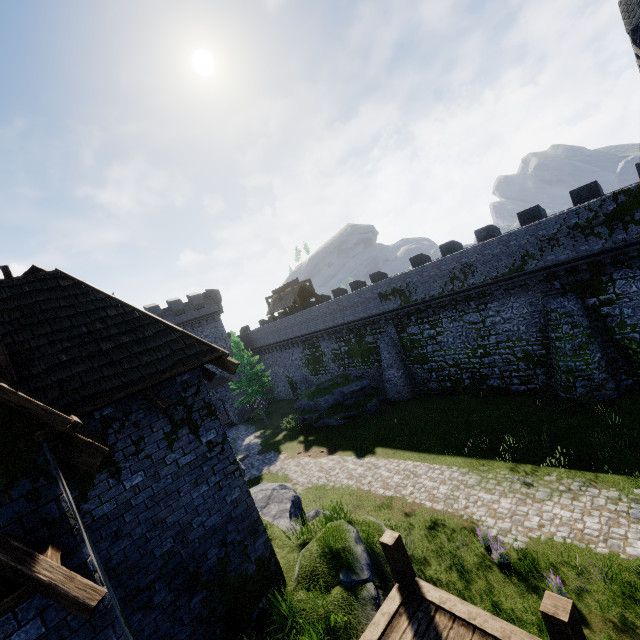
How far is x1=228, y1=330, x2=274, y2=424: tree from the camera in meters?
33.2 m

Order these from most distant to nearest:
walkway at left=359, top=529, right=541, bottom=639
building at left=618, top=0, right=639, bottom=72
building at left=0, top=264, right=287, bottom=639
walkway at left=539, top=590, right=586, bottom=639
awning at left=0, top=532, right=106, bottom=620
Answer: building at left=618, top=0, right=639, bottom=72
walkway at left=359, top=529, right=541, bottom=639
walkway at left=539, top=590, right=586, bottom=639
building at left=0, top=264, right=287, bottom=639
awning at left=0, top=532, right=106, bottom=620

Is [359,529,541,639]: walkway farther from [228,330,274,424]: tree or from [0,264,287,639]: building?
[228,330,274,424]: tree

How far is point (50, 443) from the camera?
4.0m

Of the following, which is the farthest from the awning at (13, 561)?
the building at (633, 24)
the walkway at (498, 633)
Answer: the building at (633, 24)

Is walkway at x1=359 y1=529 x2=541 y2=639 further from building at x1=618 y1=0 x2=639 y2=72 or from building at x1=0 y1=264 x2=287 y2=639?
building at x1=618 y1=0 x2=639 y2=72

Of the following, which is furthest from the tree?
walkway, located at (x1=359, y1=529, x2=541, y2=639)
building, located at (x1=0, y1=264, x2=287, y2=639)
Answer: walkway, located at (x1=359, y1=529, x2=541, y2=639)

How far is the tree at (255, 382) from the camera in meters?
33.2 m
